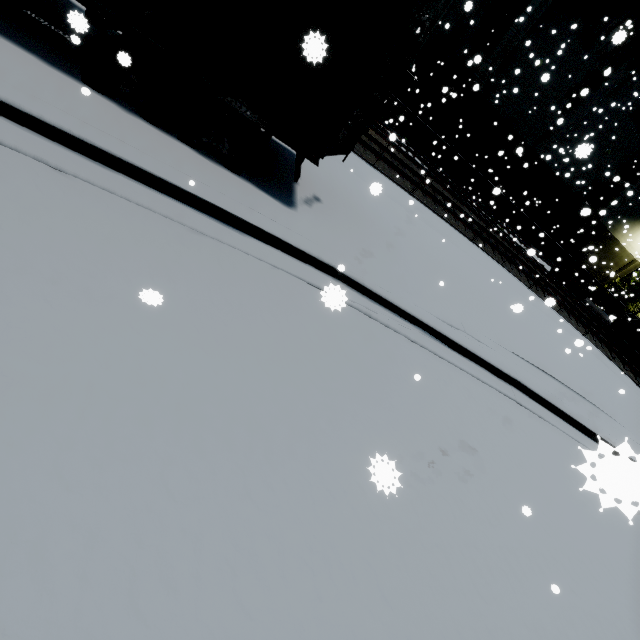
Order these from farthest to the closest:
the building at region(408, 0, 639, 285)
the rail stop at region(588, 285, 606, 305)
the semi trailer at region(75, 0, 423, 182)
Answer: the rail stop at region(588, 285, 606, 305) → the building at region(408, 0, 639, 285) → the semi trailer at region(75, 0, 423, 182)

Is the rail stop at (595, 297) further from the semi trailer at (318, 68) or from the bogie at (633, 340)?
the semi trailer at (318, 68)

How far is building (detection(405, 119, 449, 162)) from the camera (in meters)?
23.20

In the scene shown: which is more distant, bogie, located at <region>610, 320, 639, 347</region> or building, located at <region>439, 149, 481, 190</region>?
building, located at <region>439, 149, 481, 190</region>

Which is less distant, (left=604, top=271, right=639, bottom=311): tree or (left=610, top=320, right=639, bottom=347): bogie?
(left=610, top=320, right=639, bottom=347): bogie

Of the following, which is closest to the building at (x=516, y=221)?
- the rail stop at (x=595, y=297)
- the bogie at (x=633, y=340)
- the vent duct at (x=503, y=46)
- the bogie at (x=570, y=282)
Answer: the vent duct at (x=503, y=46)

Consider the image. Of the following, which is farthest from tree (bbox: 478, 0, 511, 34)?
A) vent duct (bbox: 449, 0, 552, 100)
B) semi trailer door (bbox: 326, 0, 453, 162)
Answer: semi trailer door (bbox: 326, 0, 453, 162)

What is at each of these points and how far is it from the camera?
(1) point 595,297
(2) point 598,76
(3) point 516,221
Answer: (1) rail stop, 30.5 meters
(2) tree, 21.5 meters
(3) building, 29.3 meters
